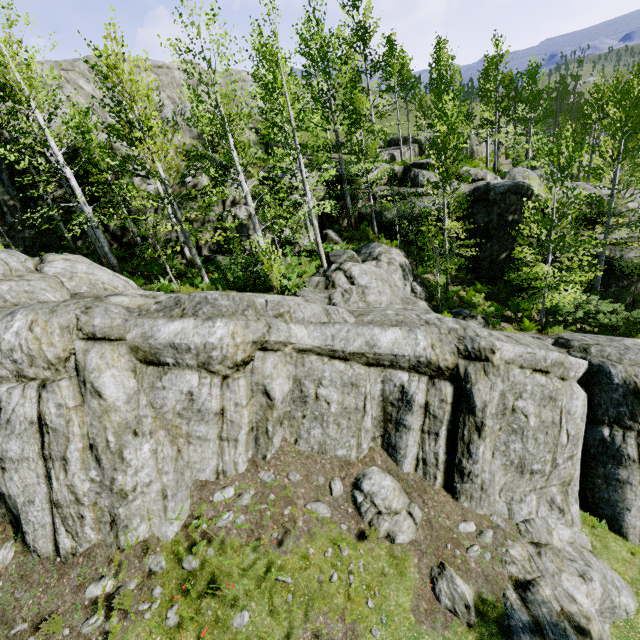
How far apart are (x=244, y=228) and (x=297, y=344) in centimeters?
1123cm

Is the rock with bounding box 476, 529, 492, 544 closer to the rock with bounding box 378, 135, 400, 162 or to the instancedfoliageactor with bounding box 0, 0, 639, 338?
the instancedfoliageactor with bounding box 0, 0, 639, 338

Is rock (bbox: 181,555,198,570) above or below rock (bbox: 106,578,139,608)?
below

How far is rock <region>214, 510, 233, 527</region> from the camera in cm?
794

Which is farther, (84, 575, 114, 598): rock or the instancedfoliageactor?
the instancedfoliageactor

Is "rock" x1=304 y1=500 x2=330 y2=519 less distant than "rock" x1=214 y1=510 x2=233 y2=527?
No

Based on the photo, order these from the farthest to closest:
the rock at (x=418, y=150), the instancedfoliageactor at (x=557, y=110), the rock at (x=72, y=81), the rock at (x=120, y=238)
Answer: the rock at (x=418, y=150)
the rock at (x=72, y=81)
the rock at (x=120, y=238)
the instancedfoliageactor at (x=557, y=110)

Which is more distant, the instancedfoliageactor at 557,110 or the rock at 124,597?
the instancedfoliageactor at 557,110
